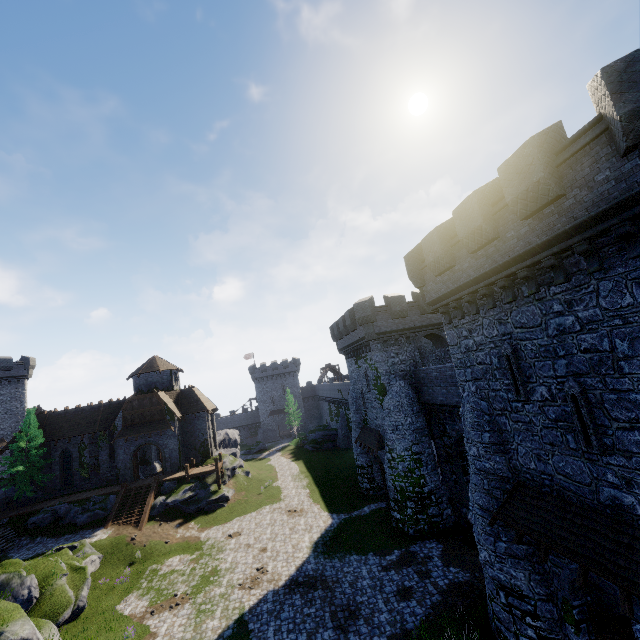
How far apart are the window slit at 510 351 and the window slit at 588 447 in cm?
134

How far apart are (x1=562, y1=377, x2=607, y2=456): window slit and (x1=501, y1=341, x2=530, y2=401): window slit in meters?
1.3 m

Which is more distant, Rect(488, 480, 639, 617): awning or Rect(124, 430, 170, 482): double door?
Rect(124, 430, 170, 482): double door

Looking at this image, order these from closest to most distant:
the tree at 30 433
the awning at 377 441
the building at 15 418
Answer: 1. the awning at 377 441
2. the tree at 30 433
3. the building at 15 418

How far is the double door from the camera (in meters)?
34.66

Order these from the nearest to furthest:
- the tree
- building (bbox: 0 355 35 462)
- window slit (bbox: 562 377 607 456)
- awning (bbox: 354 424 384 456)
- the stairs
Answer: window slit (bbox: 562 377 607 456) < awning (bbox: 354 424 384 456) < the stairs < the tree < building (bbox: 0 355 35 462)

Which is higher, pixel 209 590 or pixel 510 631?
pixel 510 631

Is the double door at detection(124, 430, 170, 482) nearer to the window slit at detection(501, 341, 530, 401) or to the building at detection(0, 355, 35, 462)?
the building at detection(0, 355, 35, 462)
